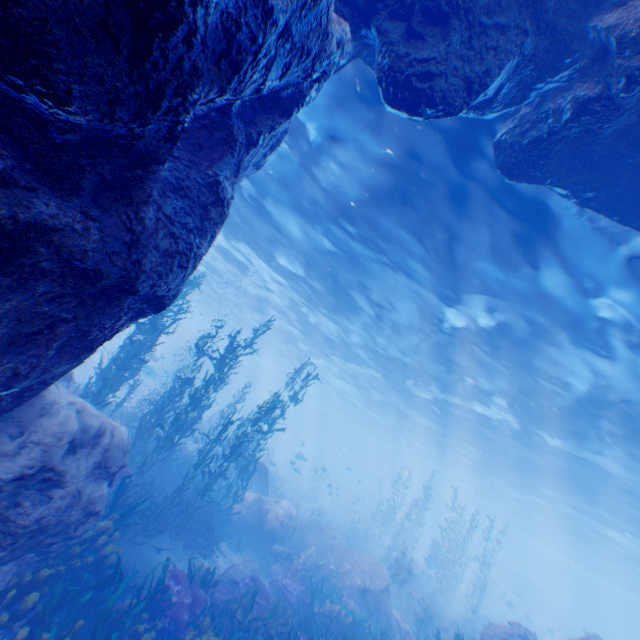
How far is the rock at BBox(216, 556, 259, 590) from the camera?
10.0 meters

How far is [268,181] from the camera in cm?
1391

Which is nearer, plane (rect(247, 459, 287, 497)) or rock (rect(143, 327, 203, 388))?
plane (rect(247, 459, 287, 497))

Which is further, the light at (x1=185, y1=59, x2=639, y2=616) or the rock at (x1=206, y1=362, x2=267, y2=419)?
the rock at (x1=206, y1=362, x2=267, y2=419)

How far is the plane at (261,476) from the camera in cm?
1806

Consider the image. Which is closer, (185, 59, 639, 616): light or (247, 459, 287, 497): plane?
(185, 59, 639, 616): light

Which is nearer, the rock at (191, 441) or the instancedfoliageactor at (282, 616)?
the instancedfoliageactor at (282, 616)

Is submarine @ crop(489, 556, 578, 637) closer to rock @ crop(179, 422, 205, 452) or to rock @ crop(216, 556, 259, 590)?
rock @ crop(179, 422, 205, 452)
